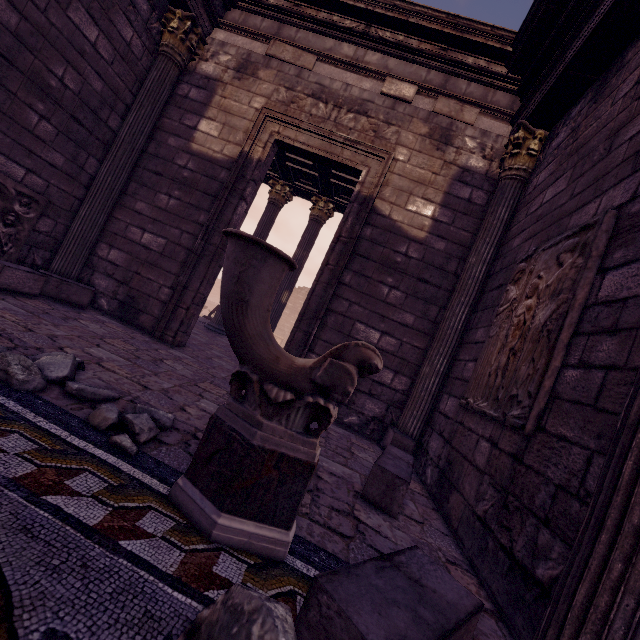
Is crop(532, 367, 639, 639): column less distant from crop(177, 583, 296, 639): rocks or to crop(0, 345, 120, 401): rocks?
crop(177, 583, 296, 639): rocks

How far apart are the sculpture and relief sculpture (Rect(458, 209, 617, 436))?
1.36m

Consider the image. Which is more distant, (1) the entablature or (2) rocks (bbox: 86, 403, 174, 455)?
(1) the entablature

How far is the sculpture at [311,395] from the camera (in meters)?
1.37

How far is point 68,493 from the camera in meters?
1.2

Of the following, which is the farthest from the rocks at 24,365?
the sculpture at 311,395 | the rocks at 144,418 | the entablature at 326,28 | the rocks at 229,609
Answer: the entablature at 326,28

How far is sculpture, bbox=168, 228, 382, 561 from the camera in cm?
137

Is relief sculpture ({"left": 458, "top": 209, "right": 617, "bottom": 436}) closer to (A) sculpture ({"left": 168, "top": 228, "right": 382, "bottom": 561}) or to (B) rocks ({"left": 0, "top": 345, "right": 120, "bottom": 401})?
(A) sculpture ({"left": 168, "top": 228, "right": 382, "bottom": 561})
